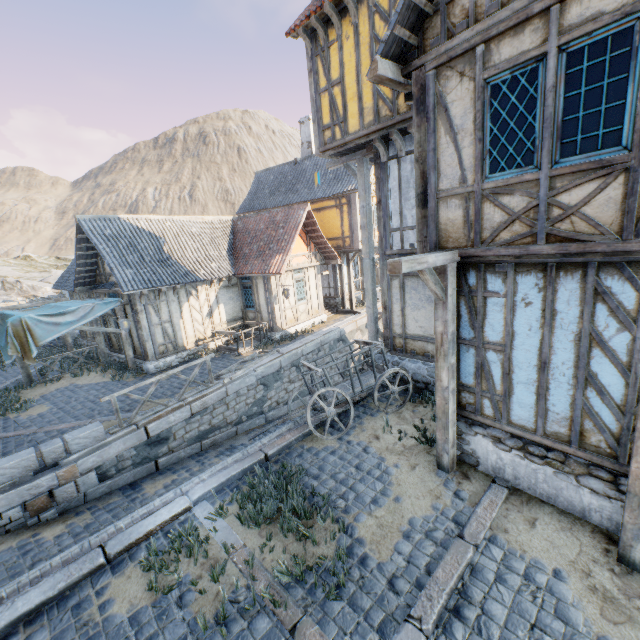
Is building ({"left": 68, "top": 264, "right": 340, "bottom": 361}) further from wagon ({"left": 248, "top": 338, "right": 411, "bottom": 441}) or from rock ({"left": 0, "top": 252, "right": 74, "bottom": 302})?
wagon ({"left": 248, "top": 338, "right": 411, "bottom": 441})

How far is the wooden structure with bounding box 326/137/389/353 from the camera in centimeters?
899cm

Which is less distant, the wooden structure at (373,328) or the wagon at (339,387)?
the wagon at (339,387)

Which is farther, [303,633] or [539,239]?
[539,239]

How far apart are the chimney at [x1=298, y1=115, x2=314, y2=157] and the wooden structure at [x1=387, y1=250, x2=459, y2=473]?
18.1m

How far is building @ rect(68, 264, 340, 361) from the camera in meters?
13.2 m

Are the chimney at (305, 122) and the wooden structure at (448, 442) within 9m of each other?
no

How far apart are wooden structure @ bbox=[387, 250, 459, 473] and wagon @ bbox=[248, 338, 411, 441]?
1.97m
